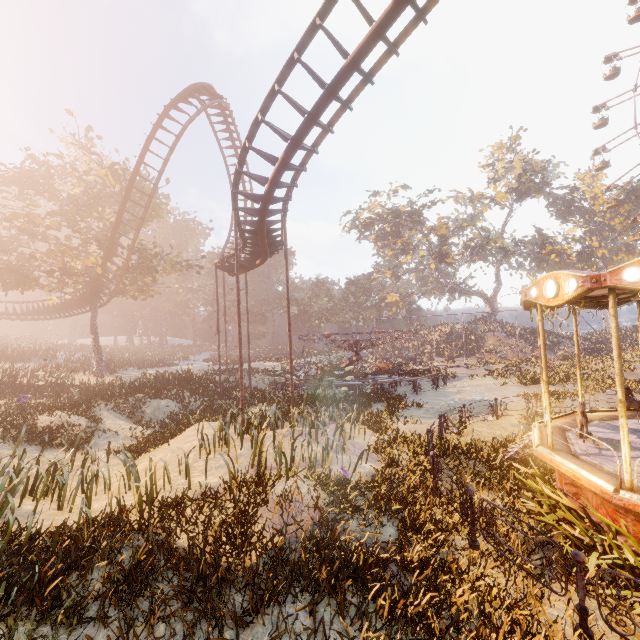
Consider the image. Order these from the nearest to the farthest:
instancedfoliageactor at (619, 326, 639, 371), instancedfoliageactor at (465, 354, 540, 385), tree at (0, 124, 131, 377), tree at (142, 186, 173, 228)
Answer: instancedfoliageactor at (465, 354, 540, 385) < tree at (0, 124, 131, 377) < instancedfoliageactor at (619, 326, 639, 371) < tree at (142, 186, 173, 228)

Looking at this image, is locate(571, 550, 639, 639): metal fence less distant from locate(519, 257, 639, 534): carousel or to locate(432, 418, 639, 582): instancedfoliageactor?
locate(432, 418, 639, 582): instancedfoliageactor

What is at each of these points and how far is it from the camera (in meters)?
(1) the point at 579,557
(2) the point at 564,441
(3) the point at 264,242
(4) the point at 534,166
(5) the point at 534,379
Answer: (1) metal fence, 4.38
(2) carousel, 7.86
(3) roller coaster, 14.85
(4) tree, 49.34
(5) instancedfoliageactor, 21.70

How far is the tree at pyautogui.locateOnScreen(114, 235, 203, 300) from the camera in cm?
2634

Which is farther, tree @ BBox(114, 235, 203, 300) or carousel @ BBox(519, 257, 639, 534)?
tree @ BBox(114, 235, 203, 300)

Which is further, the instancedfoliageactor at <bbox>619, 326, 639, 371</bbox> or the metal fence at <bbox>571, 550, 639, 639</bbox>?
the instancedfoliageactor at <bbox>619, 326, 639, 371</bbox>

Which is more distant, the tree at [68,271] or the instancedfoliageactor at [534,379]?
the tree at [68,271]

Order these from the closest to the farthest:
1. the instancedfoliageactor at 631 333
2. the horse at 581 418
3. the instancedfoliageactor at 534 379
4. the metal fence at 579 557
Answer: the metal fence at 579 557, the horse at 581 418, the instancedfoliageactor at 534 379, the instancedfoliageactor at 631 333
